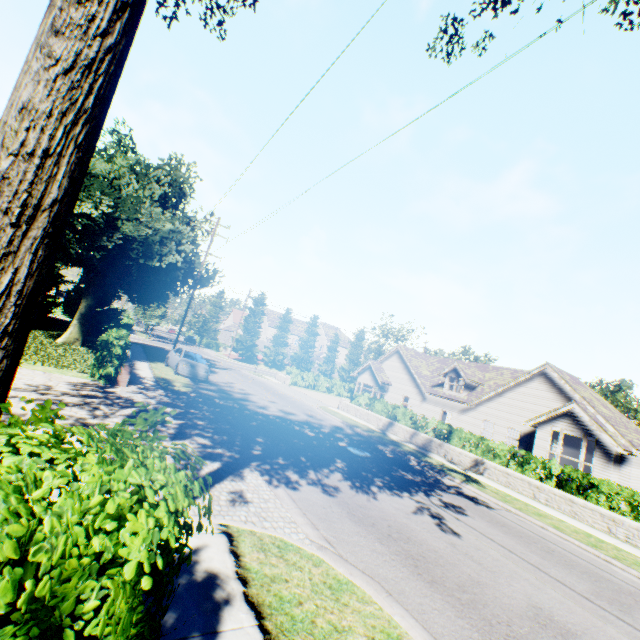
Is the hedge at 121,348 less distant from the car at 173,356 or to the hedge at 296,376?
the car at 173,356

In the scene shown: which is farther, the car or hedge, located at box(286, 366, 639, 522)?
the car

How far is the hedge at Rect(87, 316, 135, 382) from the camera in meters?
12.6 m

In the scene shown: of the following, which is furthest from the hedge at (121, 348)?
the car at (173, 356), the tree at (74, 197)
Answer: the car at (173, 356)

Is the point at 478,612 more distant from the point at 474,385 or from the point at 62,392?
the point at 474,385

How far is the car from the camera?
19.2 meters

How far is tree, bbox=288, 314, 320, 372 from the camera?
57.5m

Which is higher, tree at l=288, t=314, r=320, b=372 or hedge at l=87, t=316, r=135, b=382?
tree at l=288, t=314, r=320, b=372
